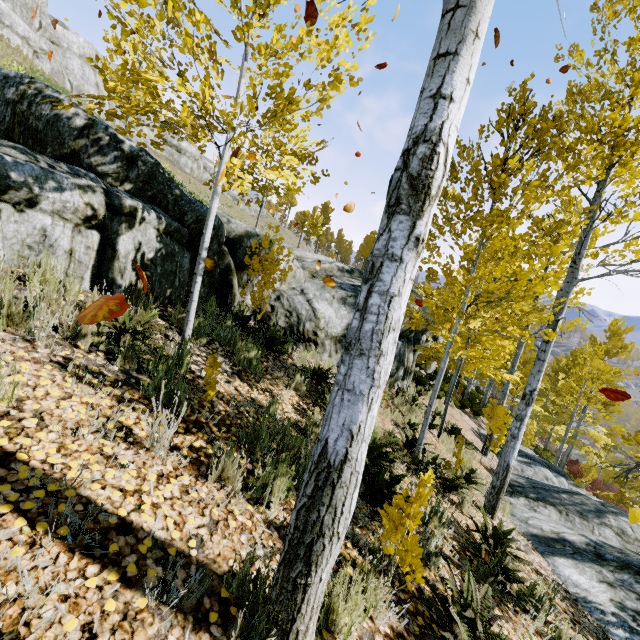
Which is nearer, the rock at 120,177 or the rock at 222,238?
the rock at 120,177

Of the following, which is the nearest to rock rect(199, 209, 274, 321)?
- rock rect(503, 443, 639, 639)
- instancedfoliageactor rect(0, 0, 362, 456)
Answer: instancedfoliageactor rect(0, 0, 362, 456)

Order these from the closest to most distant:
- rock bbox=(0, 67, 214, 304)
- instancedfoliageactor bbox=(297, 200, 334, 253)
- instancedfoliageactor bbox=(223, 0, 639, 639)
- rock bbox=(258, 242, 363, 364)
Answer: instancedfoliageactor bbox=(223, 0, 639, 639) → rock bbox=(0, 67, 214, 304) → rock bbox=(258, 242, 363, 364) → instancedfoliageactor bbox=(297, 200, 334, 253)

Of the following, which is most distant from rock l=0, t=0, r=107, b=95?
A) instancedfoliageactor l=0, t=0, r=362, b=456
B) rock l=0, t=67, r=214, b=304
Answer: rock l=0, t=67, r=214, b=304

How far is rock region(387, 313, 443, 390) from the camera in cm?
1015

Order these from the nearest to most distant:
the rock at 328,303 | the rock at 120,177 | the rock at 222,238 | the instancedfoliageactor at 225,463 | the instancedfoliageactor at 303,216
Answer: the instancedfoliageactor at 225,463 < the rock at 120,177 < the rock at 222,238 < the rock at 328,303 < the instancedfoliageactor at 303,216

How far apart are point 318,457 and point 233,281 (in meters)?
5.81
